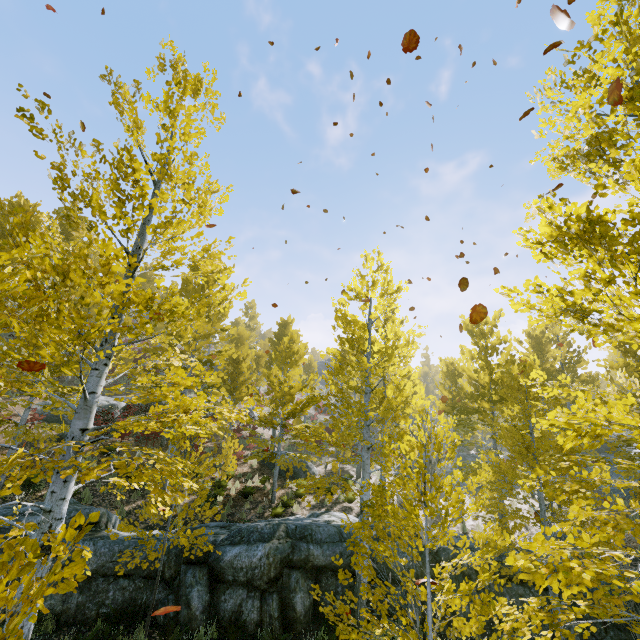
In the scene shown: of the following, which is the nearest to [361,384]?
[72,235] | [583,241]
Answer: [583,241]

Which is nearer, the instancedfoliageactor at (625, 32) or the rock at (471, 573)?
the instancedfoliageactor at (625, 32)

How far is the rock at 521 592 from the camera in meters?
7.7

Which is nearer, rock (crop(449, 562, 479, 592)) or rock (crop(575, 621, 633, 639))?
rock (crop(575, 621, 633, 639))

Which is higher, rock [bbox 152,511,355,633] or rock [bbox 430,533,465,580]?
rock [bbox 430,533,465,580]

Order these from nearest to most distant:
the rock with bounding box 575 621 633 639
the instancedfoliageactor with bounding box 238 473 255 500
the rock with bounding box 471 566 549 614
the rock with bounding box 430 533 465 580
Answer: the rock with bounding box 575 621 633 639 → the rock with bounding box 471 566 549 614 → the rock with bounding box 430 533 465 580 → the instancedfoliageactor with bounding box 238 473 255 500

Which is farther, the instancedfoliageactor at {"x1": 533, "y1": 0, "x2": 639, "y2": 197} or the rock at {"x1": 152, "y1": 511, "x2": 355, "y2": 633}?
the rock at {"x1": 152, "y1": 511, "x2": 355, "y2": 633}
